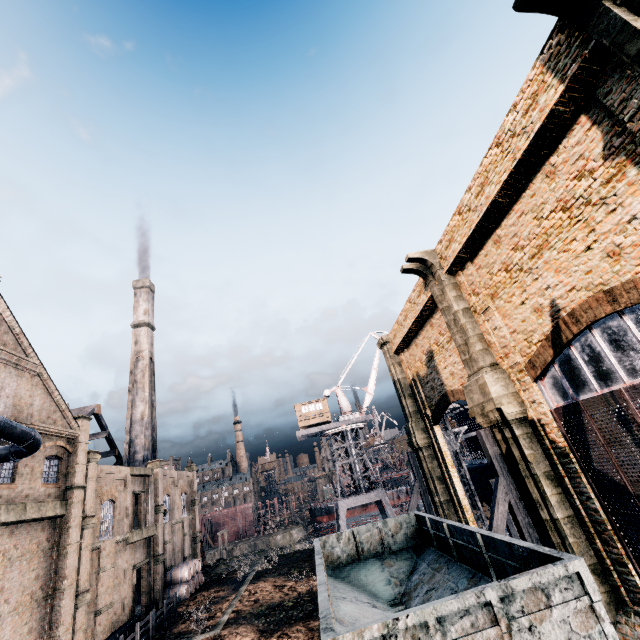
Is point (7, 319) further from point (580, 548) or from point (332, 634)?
point (580, 548)

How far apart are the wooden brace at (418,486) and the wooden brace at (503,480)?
11.7 meters

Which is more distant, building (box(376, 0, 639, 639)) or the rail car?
building (box(376, 0, 639, 639))

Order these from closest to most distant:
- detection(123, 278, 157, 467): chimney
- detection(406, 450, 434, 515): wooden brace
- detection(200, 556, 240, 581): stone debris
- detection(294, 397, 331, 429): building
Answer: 1. detection(406, 450, 434, 515): wooden brace
2. detection(200, 556, 240, 581): stone debris
3. detection(123, 278, 157, 467): chimney
4. detection(294, 397, 331, 429): building

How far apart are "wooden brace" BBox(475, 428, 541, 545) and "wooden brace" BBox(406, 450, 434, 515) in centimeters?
1168cm

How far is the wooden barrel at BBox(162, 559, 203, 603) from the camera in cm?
3145

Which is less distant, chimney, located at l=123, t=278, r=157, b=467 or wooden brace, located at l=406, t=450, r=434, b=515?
wooden brace, located at l=406, t=450, r=434, b=515

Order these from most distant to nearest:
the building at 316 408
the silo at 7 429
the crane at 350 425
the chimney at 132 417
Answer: the building at 316 408 → the chimney at 132 417 → the crane at 350 425 → the silo at 7 429
